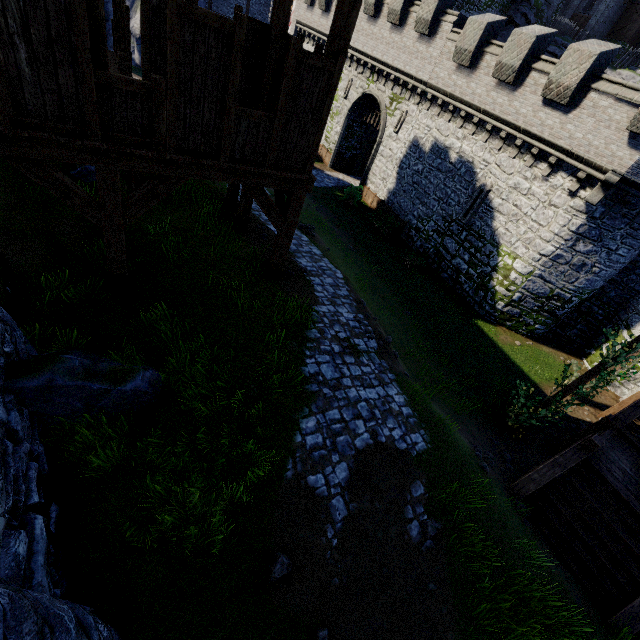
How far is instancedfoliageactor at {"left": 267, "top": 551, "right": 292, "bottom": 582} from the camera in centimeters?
485cm

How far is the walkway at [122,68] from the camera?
10.0 meters

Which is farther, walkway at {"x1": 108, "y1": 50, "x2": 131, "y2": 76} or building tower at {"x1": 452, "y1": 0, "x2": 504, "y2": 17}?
building tower at {"x1": 452, "y1": 0, "x2": 504, "y2": 17}

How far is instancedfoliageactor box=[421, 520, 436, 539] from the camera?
6.0m

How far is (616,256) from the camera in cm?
1486

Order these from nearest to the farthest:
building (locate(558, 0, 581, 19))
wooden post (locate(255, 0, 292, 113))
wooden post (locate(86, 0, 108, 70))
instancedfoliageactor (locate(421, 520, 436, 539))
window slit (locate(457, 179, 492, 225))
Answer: wooden post (locate(86, 0, 108, 70))
instancedfoliageactor (locate(421, 520, 436, 539))
wooden post (locate(255, 0, 292, 113))
window slit (locate(457, 179, 492, 225))
building (locate(558, 0, 581, 19))

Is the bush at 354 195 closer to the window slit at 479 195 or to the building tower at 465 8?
the window slit at 479 195

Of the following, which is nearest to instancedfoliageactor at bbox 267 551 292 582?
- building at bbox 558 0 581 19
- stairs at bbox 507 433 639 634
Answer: stairs at bbox 507 433 639 634
